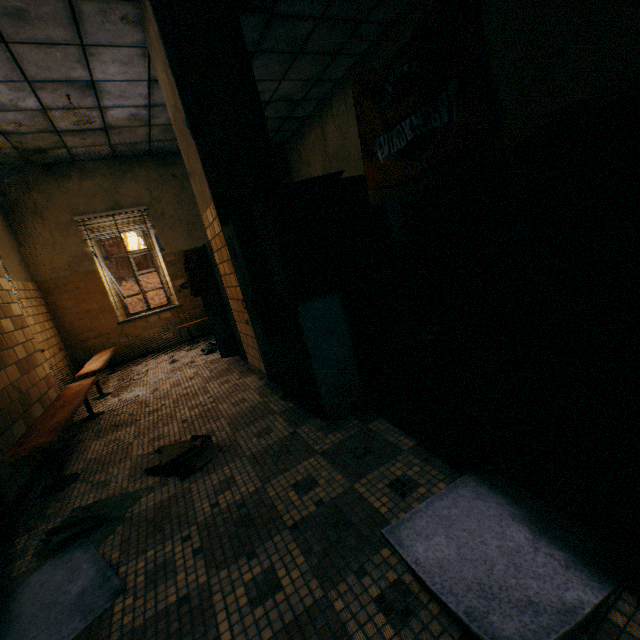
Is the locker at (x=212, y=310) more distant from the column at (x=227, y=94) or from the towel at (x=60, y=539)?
the towel at (x=60, y=539)

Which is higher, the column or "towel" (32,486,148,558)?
the column

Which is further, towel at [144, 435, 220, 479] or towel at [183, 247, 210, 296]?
towel at [183, 247, 210, 296]

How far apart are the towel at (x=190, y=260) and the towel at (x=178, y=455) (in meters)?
2.27

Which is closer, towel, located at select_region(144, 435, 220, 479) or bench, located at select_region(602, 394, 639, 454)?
bench, located at select_region(602, 394, 639, 454)

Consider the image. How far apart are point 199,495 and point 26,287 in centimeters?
569cm

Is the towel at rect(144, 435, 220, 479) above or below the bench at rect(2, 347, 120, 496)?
below

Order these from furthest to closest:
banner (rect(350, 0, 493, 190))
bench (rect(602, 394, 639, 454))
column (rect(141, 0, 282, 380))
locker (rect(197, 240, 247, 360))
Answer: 1. locker (rect(197, 240, 247, 360))
2. banner (rect(350, 0, 493, 190))
3. column (rect(141, 0, 282, 380))
4. bench (rect(602, 394, 639, 454))
